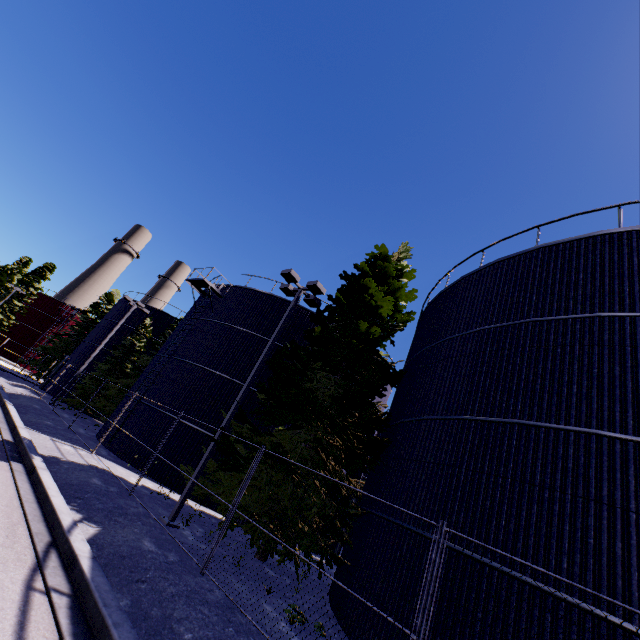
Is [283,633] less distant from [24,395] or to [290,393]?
[290,393]

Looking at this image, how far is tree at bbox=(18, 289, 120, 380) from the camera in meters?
38.7 m

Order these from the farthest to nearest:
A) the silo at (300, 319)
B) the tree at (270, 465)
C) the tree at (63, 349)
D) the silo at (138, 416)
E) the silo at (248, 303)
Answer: the tree at (63, 349), the silo at (300, 319), the silo at (248, 303), the silo at (138, 416), the tree at (270, 465)

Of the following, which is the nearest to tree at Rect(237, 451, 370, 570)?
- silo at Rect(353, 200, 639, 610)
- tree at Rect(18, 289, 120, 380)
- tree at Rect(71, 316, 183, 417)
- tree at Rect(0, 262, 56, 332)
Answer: silo at Rect(353, 200, 639, 610)

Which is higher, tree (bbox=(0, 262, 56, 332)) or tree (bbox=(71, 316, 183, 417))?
tree (bbox=(0, 262, 56, 332))

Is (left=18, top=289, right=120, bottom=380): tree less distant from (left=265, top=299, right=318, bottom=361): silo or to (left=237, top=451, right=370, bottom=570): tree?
(left=265, top=299, right=318, bottom=361): silo

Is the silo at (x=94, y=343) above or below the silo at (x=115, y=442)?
above

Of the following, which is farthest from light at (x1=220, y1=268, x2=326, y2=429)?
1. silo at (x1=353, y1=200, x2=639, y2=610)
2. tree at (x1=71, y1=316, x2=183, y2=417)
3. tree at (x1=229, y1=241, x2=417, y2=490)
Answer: tree at (x1=71, y1=316, x2=183, y2=417)
